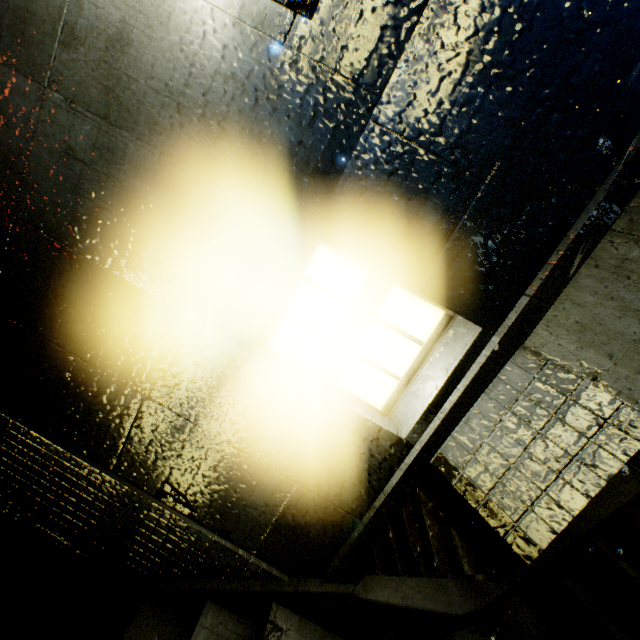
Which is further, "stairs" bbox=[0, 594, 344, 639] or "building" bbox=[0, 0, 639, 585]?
"stairs" bbox=[0, 594, 344, 639]

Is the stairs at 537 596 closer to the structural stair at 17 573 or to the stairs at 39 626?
the structural stair at 17 573

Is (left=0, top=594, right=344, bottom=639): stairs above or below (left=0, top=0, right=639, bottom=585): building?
below

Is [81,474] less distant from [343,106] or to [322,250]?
[322,250]

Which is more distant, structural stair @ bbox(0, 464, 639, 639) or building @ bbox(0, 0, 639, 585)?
structural stair @ bbox(0, 464, 639, 639)

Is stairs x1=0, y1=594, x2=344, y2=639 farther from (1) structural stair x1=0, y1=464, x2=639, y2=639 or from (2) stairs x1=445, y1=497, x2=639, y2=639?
(2) stairs x1=445, y1=497, x2=639, y2=639

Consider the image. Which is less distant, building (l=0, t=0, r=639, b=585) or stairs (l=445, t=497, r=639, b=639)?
building (l=0, t=0, r=639, b=585)

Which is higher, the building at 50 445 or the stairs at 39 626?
the building at 50 445
